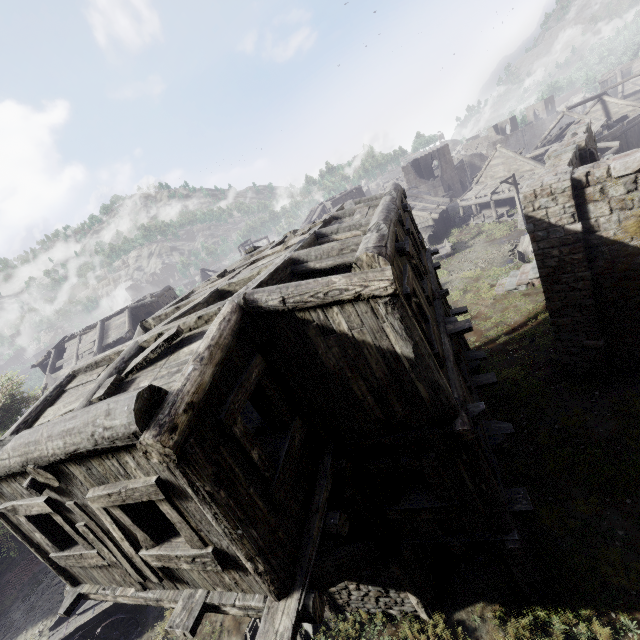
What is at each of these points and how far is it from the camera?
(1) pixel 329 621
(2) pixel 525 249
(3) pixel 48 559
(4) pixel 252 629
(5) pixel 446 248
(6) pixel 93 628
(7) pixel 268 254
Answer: (1) rubble, 8.02m
(2) broken furniture, 23.70m
(3) building, 5.50m
(4) broken furniture, 8.32m
(5) cart, 31.33m
(6) cart, 10.37m
(7) wooden plank rubble, 8.93m

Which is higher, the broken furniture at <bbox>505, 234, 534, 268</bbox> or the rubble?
the rubble

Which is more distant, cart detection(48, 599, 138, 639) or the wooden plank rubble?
cart detection(48, 599, 138, 639)

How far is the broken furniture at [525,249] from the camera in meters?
22.7 m

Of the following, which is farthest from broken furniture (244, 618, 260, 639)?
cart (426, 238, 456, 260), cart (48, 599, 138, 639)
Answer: cart (426, 238, 456, 260)

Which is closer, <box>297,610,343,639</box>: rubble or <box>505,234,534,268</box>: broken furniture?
<box>297,610,343,639</box>: rubble

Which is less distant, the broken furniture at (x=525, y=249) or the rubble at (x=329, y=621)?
the rubble at (x=329, y=621)

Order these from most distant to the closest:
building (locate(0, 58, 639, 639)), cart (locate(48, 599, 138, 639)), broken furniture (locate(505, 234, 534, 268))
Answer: broken furniture (locate(505, 234, 534, 268)) → cart (locate(48, 599, 138, 639)) → building (locate(0, 58, 639, 639))
